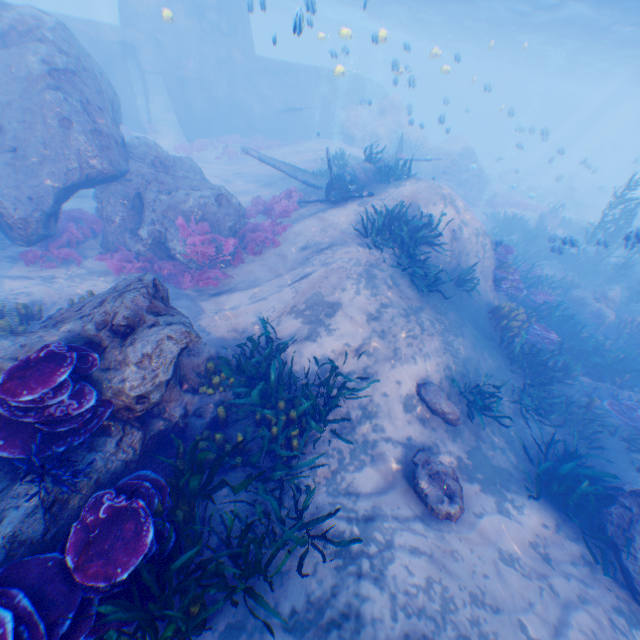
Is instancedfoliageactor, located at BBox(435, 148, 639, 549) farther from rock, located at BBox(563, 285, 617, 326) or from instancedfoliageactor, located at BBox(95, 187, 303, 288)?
instancedfoliageactor, located at BBox(95, 187, 303, 288)

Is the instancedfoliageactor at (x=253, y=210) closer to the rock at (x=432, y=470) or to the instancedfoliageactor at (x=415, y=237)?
the rock at (x=432, y=470)

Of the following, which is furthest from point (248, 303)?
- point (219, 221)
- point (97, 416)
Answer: point (97, 416)

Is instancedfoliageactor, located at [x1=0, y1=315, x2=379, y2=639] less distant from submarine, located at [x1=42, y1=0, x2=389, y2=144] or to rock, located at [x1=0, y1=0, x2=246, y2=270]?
rock, located at [x1=0, y1=0, x2=246, y2=270]

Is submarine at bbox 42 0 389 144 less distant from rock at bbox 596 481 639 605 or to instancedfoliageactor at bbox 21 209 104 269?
rock at bbox 596 481 639 605

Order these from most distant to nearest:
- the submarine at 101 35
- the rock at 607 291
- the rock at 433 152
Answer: the rock at 433 152 → the submarine at 101 35 → the rock at 607 291

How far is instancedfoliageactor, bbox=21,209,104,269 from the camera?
9.73m

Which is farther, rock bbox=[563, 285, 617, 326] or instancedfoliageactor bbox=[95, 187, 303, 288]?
rock bbox=[563, 285, 617, 326]
